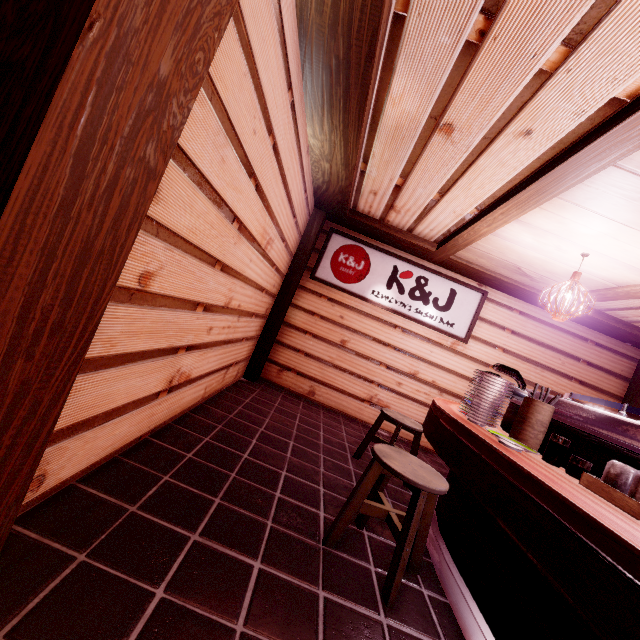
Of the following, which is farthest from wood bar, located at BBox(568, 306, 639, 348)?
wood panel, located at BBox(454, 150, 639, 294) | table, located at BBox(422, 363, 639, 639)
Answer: table, located at BBox(422, 363, 639, 639)

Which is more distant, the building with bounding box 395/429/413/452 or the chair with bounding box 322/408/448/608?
the building with bounding box 395/429/413/452

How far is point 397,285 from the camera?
9.5 meters

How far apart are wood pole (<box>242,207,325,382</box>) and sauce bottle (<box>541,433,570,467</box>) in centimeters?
668cm

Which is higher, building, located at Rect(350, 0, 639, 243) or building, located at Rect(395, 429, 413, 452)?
building, located at Rect(350, 0, 639, 243)

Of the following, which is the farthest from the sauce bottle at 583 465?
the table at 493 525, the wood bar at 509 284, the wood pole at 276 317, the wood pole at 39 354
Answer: the wood pole at 276 317

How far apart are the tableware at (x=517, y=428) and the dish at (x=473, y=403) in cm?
16

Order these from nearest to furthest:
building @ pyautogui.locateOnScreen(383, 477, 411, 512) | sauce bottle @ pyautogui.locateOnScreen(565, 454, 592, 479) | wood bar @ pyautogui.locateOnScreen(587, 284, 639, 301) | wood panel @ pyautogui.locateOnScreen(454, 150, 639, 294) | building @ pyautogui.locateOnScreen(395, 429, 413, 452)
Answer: sauce bottle @ pyautogui.locateOnScreen(565, 454, 592, 479)
wood panel @ pyautogui.locateOnScreen(454, 150, 639, 294)
building @ pyautogui.locateOnScreen(383, 477, 411, 512)
wood bar @ pyautogui.locateOnScreen(587, 284, 639, 301)
building @ pyautogui.locateOnScreen(395, 429, 413, 452)
